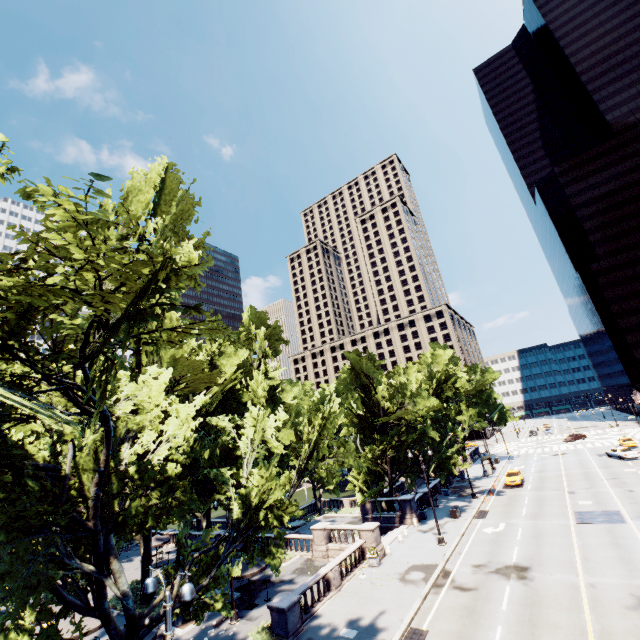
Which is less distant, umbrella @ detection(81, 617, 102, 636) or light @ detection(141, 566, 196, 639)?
light @ detection(141, 566, 196, 639)

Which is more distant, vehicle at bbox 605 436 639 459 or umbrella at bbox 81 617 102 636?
vehicle at bbox 605 436 639 459

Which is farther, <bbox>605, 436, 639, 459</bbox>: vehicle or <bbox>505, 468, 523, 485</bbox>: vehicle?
<bbox>605, 436, 639, 459</bbox>: vehicle

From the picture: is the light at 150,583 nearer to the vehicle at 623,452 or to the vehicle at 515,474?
the vehicle at 515,474

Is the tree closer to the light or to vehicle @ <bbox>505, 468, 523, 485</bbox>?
the light

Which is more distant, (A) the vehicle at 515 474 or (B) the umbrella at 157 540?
(A) the vehicle at 515 474

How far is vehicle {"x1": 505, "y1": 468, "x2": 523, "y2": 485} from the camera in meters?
40.6 m

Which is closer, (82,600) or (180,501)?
(82,600)
